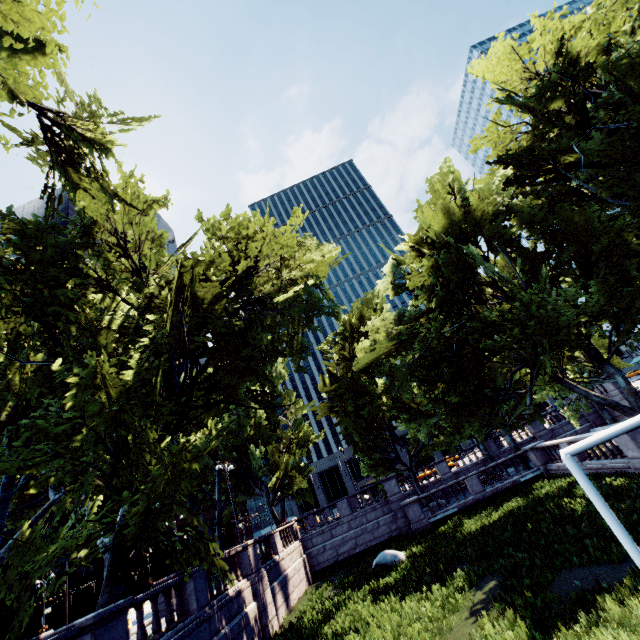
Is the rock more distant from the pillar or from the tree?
the pillar

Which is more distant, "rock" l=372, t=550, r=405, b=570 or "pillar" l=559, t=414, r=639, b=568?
"rock" l=372, t=550, r=405, b=570

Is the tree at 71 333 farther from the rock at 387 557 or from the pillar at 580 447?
the rock at 387 557

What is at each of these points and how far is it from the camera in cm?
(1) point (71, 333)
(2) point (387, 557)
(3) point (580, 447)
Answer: (1) tree, 1552
(2) rock, 1841
(3) pillar, 900

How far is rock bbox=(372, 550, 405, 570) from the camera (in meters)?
18.08
